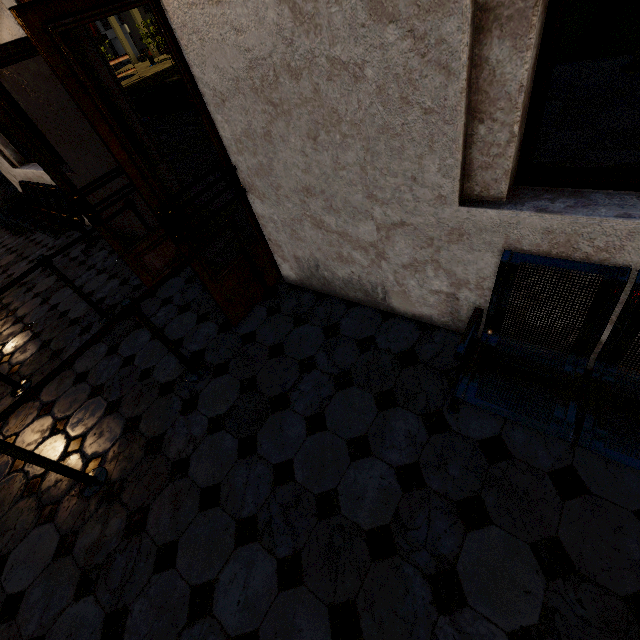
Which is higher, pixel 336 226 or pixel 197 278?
pixel 336 226

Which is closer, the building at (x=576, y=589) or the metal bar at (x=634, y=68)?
the building at (x=576, y=589)

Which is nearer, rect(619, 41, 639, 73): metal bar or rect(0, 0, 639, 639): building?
rect(0, 0, 639, 639): building
